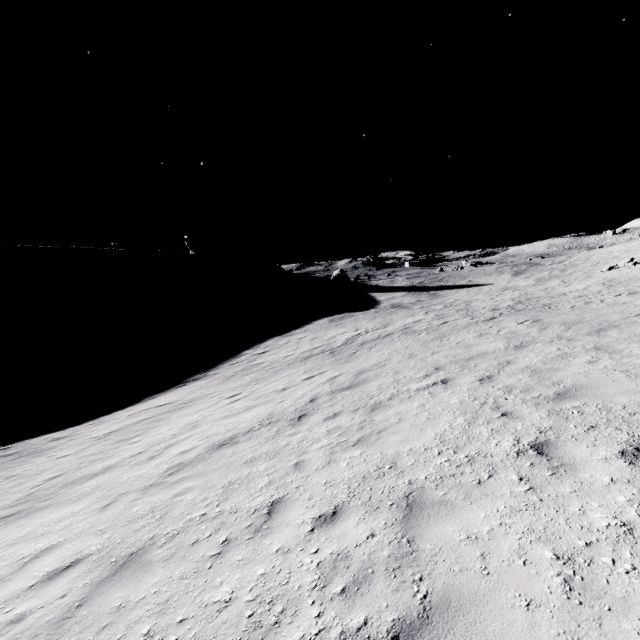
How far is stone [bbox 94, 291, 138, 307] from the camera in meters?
57.3

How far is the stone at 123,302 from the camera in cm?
5728

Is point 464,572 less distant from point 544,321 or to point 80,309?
point 544,321
